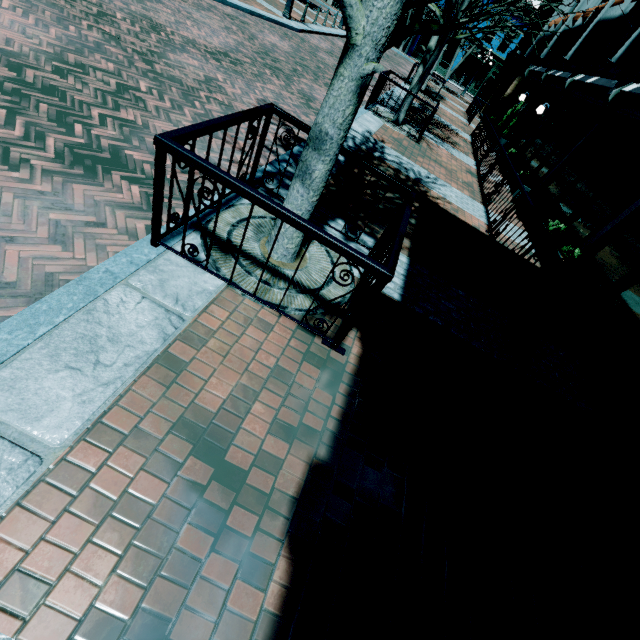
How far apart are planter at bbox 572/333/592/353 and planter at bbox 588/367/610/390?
0.6m

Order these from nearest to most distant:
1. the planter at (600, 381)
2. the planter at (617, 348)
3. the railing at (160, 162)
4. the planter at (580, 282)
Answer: the railing at (160, 162)
the planter at (600, 381)
the planter at (617, 348)
the planter at (580, 282)

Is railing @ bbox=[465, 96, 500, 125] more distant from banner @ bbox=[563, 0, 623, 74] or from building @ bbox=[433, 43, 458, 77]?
building @ bbox=[433, 43, 458, 77]

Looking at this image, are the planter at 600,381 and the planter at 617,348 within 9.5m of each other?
yes

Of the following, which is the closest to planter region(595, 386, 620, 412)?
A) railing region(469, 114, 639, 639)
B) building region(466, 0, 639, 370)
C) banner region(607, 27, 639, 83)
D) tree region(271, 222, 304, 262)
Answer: building region(466, 0, 639, 370)

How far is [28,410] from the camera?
1.87m

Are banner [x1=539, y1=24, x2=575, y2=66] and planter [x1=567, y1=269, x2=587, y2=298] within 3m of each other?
no

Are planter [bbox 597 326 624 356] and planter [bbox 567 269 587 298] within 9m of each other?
yes
